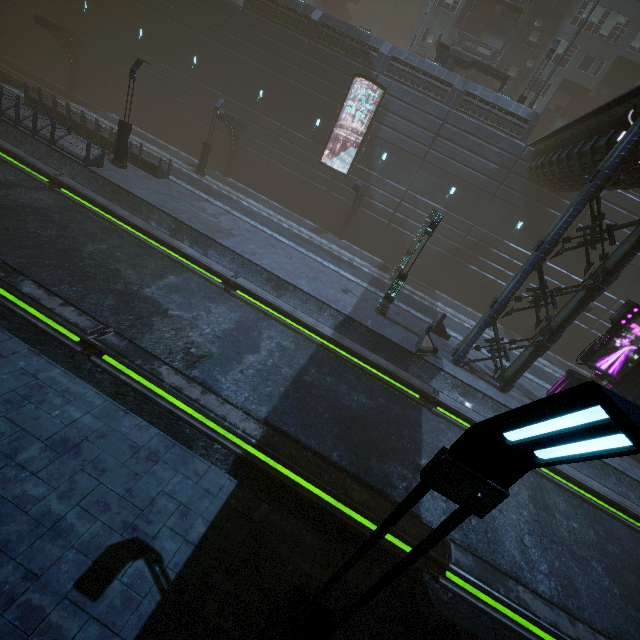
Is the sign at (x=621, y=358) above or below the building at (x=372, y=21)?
below

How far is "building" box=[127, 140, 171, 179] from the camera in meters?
19.9

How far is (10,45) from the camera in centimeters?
3195cm

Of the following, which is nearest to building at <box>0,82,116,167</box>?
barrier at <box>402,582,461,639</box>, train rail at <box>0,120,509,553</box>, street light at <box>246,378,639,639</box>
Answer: train rail at <box>0,120,509,553</box>

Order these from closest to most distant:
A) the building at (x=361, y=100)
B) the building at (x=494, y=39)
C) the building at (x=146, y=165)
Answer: the building at (x=146, y=165)
the building at (x=361, y=100)
the building at (x=494, y=39)

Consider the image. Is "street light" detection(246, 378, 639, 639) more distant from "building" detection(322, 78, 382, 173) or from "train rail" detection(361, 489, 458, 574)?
"building" detection(322, 78, 382, 173)

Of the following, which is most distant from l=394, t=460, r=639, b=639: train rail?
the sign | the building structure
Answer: the building structure

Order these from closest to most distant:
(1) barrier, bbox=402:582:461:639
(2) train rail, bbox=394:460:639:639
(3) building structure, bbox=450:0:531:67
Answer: (1) barrier, bbox=402:582:461:639 < (2) train rail, bbox=394:460:639:639 < (3) building structure, bbox=450:0:531:67
